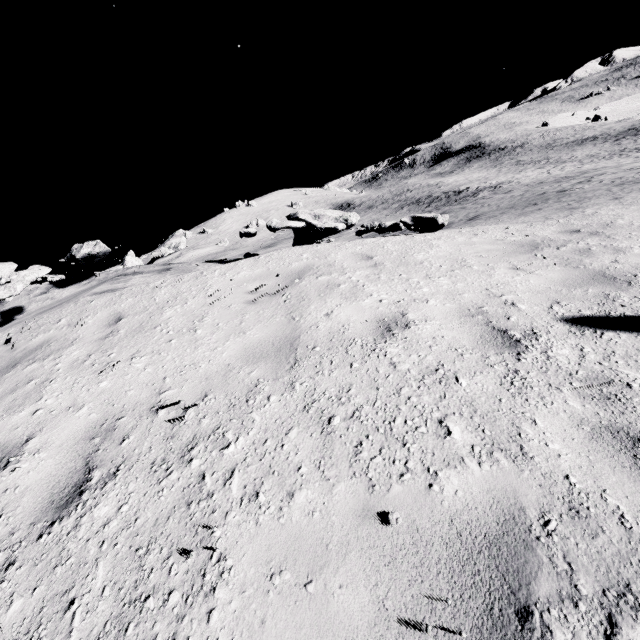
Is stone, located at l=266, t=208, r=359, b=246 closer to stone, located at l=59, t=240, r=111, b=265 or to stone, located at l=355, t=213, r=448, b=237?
stone, located at l=355, t=213, r=448, b=237

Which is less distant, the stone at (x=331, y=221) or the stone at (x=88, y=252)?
the stone at (x=331, y=221)

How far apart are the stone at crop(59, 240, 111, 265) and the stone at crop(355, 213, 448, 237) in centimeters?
649cm

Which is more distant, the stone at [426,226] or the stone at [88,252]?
the stone at [88,252]

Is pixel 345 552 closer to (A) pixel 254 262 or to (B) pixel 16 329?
(A) pixel 254 262

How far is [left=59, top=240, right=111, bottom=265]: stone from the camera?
7.5m

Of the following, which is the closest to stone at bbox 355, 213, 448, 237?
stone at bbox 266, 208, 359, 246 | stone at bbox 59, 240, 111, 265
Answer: stone at bbox 266, 208, 359, 246
